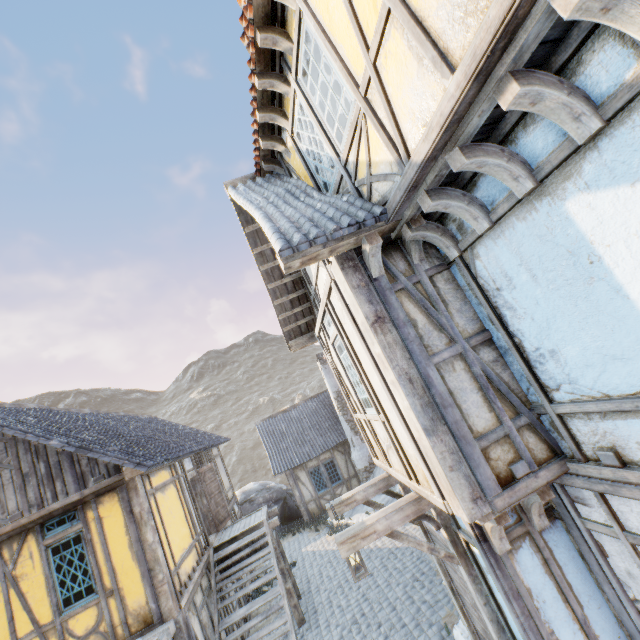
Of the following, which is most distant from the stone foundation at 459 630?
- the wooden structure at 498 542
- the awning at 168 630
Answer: the awning at 168 630

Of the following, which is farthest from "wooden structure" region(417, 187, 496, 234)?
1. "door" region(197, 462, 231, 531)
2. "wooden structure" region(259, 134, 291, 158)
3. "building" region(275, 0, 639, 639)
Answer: "door" region(197, 462, 231, 531)

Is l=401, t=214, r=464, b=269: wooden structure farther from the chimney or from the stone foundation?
the chimney

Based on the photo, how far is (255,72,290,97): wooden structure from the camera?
4.31m

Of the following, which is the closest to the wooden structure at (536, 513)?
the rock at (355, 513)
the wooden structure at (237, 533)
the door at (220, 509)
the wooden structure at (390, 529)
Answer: the wooden structure at (390, 529)

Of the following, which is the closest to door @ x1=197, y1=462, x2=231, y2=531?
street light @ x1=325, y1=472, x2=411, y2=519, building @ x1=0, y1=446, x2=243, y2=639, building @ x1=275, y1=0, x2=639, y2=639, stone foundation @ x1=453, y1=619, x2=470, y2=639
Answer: building @ x1=0, y1=446, x2=243, y2=639

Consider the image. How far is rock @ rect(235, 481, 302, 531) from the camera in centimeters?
1834cm

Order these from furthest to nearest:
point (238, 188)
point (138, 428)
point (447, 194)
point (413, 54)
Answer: point (138, 428)
point (238, 188)
point (447, 194)
point (413, 54)
